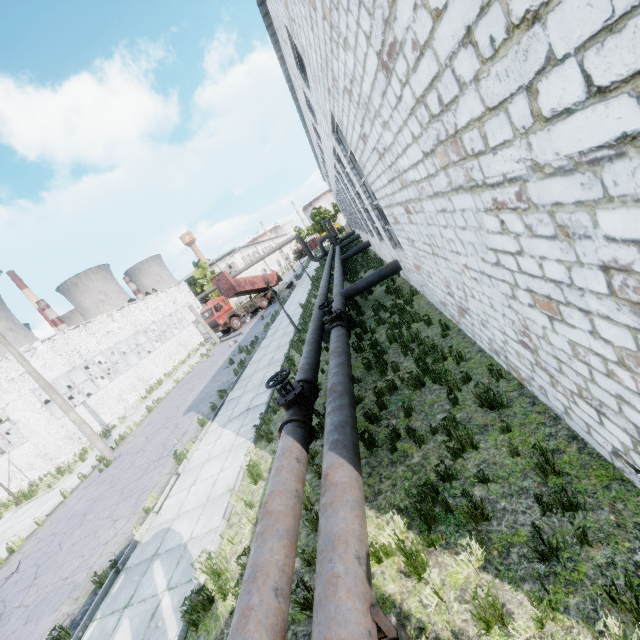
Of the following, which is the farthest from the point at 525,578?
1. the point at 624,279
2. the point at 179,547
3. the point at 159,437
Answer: the point at 159,437

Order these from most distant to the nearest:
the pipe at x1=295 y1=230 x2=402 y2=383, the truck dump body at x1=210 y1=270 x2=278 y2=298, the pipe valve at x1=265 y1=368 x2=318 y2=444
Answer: the truck dump body at x1=210 y1=270 x2=278 y2=298 < the pipe at x1=295 y1=230 x2=402 y2=383 < the pipe valve at x1=265 y1=368 x2=318 y2=444

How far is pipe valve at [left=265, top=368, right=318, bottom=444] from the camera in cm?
632

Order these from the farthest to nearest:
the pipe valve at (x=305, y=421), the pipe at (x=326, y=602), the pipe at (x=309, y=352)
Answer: the pipe at (x=309, y=352) → the pipe valve at (x=305, y=421) → the pipe at (x=326, y=602)

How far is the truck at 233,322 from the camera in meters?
31.7

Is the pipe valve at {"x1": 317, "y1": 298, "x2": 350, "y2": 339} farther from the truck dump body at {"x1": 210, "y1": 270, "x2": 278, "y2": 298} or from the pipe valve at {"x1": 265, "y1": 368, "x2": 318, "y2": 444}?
the truck dump body at {"x1": 210, "y1": 270, "x2": 278, "y2": 298}

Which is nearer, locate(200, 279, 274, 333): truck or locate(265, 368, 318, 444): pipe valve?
locate(265, 368, 318, 444): pipe valve

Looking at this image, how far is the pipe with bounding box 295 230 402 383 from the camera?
9.1m
